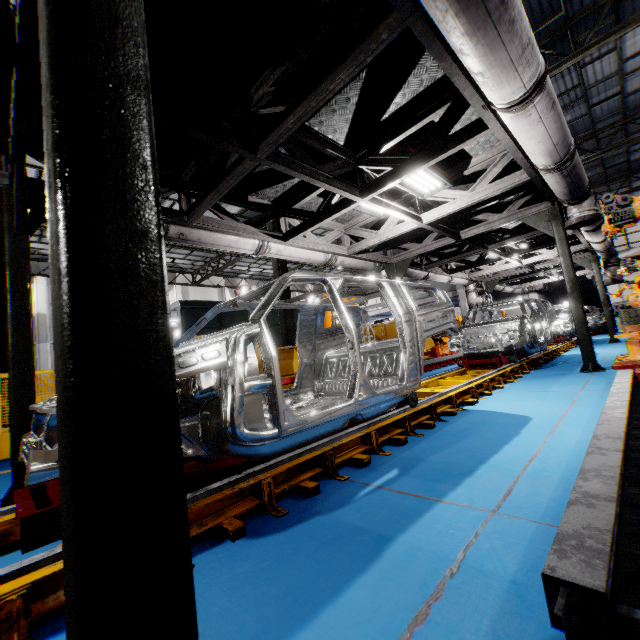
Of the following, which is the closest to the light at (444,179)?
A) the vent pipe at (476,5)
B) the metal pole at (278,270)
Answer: the vent pipe at (476,5)

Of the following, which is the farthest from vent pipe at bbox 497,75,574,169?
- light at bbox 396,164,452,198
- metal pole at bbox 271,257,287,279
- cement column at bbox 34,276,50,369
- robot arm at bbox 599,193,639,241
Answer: cement column at bbox 34,276,50,369

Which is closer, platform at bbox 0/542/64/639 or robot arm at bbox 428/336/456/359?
platform at bbox 0/542/64/639

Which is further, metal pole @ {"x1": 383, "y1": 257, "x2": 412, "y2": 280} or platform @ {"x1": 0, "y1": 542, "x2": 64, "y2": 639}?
metal pole @ {"x1": 383, "y1": 257, "x2": 412, "y2": 280}

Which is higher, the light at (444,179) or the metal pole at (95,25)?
the light at (444,179)

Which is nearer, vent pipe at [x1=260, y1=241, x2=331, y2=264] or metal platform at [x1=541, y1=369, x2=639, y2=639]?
metal platform at [x1=541, y1=369, x2=639, y2=639]

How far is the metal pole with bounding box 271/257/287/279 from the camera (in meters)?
12.22

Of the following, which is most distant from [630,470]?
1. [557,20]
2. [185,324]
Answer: [185,324]
